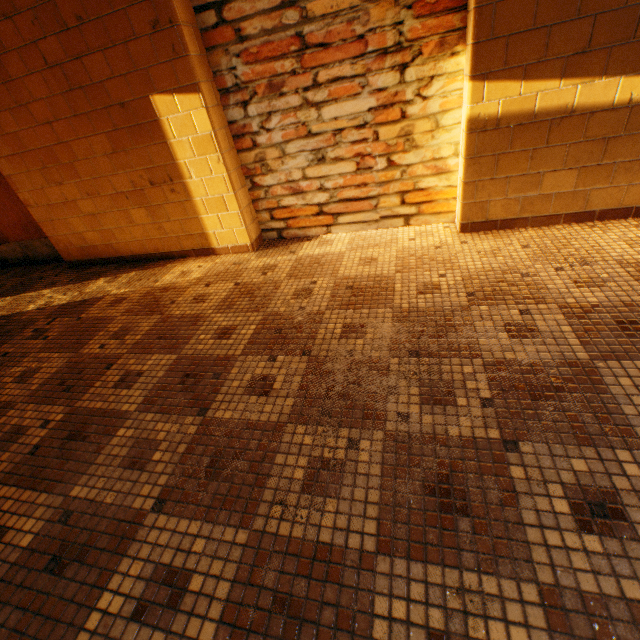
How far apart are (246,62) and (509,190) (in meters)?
2.03
